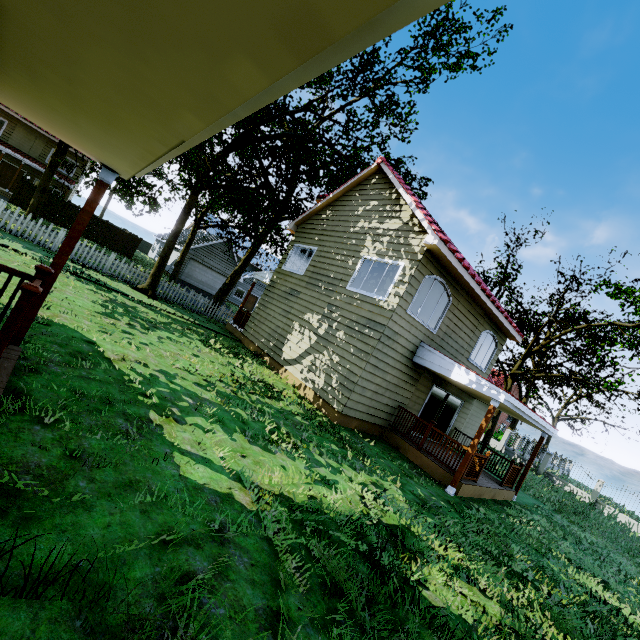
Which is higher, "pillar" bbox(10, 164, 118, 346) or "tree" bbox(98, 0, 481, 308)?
"tree" bbox(98, 0, 481, 308)

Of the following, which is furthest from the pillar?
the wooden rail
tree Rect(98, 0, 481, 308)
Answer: tree Rect(98, 0, 481, 308)

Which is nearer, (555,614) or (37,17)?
(37,17)

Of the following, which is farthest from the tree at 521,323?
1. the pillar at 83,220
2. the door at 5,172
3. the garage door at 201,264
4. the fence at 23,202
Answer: the pillar at 83,220

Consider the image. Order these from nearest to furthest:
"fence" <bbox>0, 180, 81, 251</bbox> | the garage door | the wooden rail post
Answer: the wooden rail post
"fence" <bbox>0, 180, 81, 251</bbox>
the garage door

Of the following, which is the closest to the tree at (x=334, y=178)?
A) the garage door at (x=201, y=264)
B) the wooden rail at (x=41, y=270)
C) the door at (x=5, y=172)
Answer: the garage door at (x=201, y=264)

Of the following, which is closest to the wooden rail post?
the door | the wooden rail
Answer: the wooden rail

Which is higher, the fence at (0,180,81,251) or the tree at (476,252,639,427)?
the tree at (476,252,639,427)
